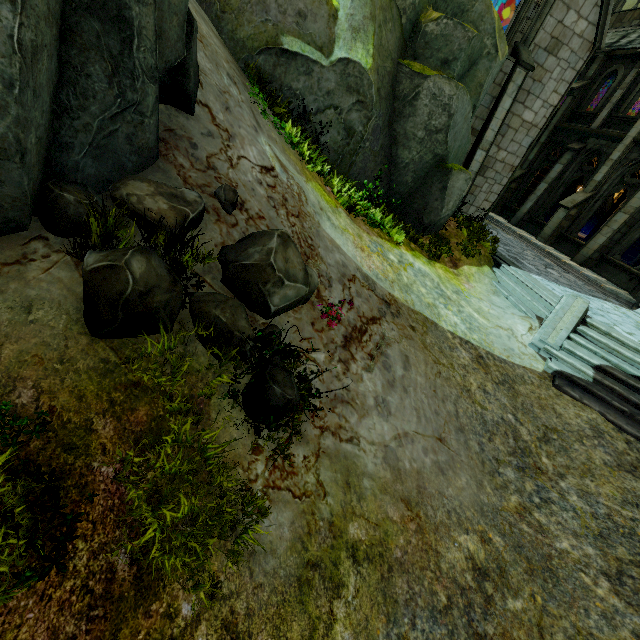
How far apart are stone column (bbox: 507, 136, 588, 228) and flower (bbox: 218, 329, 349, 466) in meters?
20.3 m

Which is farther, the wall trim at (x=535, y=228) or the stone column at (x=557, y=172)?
the wall trim at (x=535, y=228)

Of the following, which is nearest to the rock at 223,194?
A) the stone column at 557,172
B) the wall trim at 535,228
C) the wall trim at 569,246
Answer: the wall trim at 569,246

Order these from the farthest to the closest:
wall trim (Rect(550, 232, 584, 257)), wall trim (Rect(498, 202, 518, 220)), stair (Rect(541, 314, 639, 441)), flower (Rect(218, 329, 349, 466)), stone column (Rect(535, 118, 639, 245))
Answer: wall trim (Rect(498, 202, 518, 220)), wall trim (Rect(550, 232, 584, 257)), stone column (Rect(535, 118, 639, 245)), stair (Rect(541, 314, 639, 441)), flower (Rect(218, 329, 349, 466))

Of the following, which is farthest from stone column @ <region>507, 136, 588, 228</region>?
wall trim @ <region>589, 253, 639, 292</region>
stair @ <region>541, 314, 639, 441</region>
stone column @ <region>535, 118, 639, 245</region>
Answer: stair @ <region>541, 314, 639, 441</region>

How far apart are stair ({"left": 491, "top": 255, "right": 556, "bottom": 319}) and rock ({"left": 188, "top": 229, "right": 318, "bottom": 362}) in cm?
737

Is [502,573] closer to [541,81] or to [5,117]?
[5,117]

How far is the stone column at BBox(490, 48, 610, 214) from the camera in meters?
17.2
